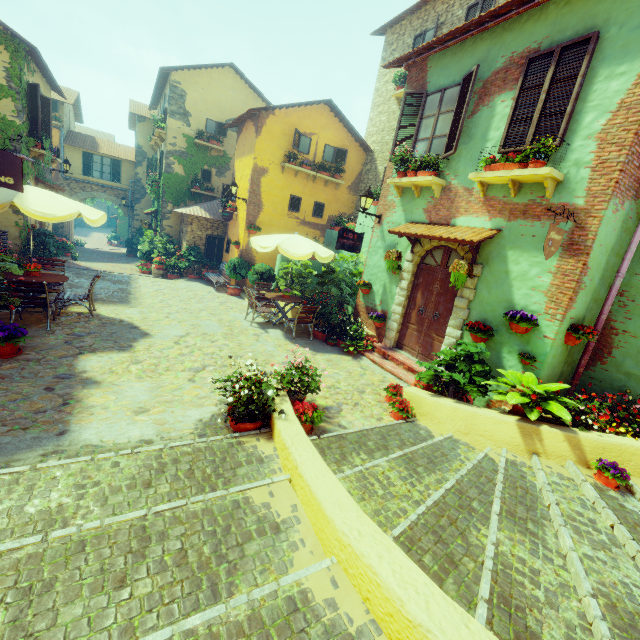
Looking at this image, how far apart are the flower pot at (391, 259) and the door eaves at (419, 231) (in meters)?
0.34

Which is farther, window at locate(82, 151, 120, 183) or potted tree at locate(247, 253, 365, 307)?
window at locate(82, 151, 120, 183)

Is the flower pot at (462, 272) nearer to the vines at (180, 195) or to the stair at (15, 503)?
the stair at (15, 503)

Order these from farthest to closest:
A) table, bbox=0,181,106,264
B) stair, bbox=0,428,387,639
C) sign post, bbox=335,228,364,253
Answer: sign post, bbox=335,228,364,253, table, bbox=0,181,106,264, stair, bbox=0,428,387,639

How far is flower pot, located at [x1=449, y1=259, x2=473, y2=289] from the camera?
6.29m

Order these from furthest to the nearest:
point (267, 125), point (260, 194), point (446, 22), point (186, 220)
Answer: point (186, 220)
point (260, 194)
point (267, 125)
point (446, 22)

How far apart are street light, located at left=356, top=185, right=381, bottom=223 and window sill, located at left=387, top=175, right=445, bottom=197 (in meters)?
0.48

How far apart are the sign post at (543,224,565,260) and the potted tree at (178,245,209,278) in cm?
1391
